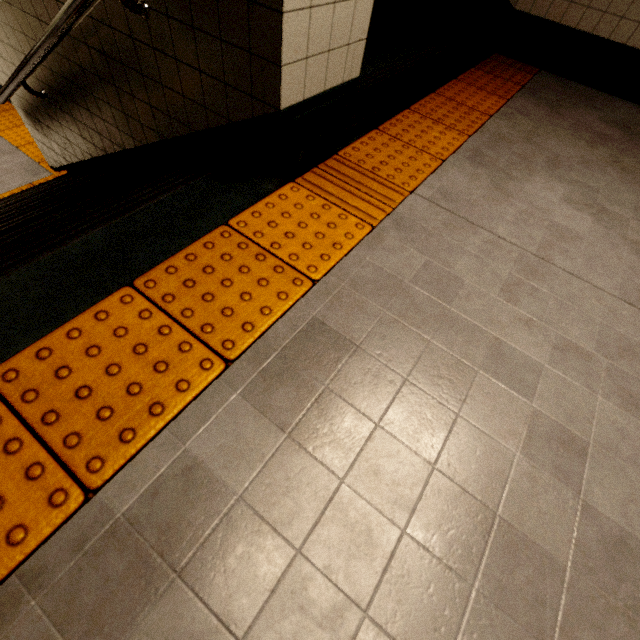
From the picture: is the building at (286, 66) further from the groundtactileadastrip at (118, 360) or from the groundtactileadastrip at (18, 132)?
the groundtactileadastrip at (18, 132)

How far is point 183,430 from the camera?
0.9m

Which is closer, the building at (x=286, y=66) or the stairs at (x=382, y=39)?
the building at (x=286, y=66)

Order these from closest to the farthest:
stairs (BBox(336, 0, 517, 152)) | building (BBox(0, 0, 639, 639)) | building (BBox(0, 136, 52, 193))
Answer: building (BBox(0, 0, 639, 639)) → stairs (BBox(336, 0, 517, 152)) → building (BBox(0, 136, 52, 193))

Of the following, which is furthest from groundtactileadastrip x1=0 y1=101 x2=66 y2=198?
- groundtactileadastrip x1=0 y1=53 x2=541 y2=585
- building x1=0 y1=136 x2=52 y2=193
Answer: groundtactileadastrip x1=0 y1=53 x2=541 y2=585

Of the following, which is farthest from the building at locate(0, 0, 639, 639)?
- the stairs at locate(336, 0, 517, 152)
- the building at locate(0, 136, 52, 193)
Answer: the building at locate(0, 136, 52, 193)

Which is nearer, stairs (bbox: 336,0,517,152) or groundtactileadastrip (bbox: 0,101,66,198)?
stairs (bbox: 336,0,517,152)
